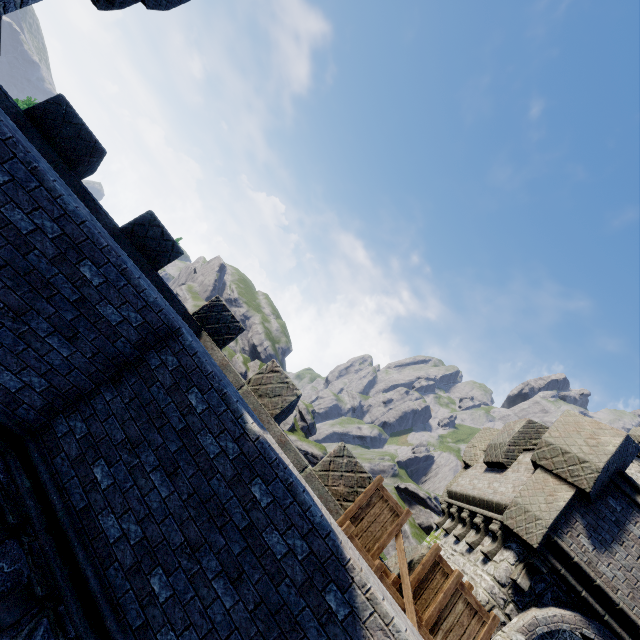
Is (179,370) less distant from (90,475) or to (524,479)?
(90,475)

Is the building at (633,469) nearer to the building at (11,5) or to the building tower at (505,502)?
the building tower at (505,502)

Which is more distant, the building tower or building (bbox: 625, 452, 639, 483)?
building (bbox: 625, 452, 639, 483)

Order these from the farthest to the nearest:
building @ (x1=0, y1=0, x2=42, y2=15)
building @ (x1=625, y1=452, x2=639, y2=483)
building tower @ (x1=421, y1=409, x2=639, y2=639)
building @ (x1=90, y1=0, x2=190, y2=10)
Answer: building @ (x1=625, y1=452, x2=639, y2=483) < building @ (x1=90, y1=0, x2=190, y2=10) < building @ (x1=0, y1=0, x2=42, y2=15) < building tower @ (x1=421, y1=409, x2=639, y2=639)

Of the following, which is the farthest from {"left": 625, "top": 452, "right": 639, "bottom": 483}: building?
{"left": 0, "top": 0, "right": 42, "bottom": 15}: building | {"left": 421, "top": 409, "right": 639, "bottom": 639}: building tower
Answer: {"left": 0, "top": 0, "right": 42, "bottom": 15}: building

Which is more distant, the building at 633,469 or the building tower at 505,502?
the building at 633,469

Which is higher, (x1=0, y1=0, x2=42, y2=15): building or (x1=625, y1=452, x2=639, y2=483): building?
(x1=625, y1=452, x2=639, y2=483): building
